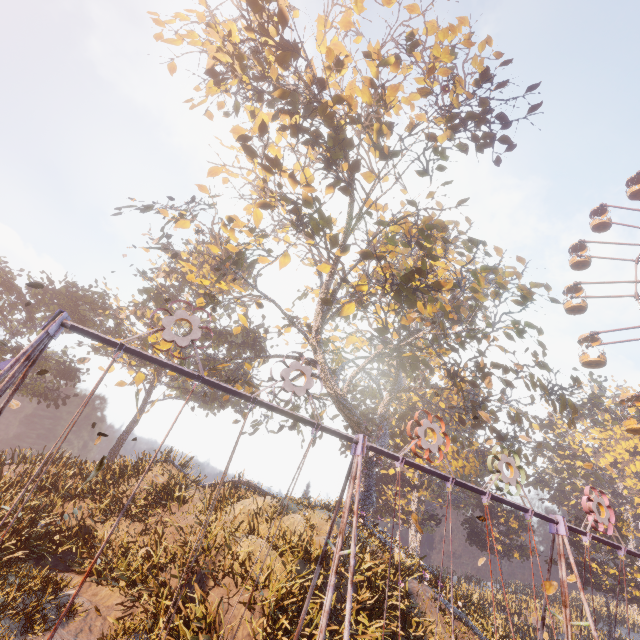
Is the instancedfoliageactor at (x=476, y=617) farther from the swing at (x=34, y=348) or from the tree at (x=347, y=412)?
the swing at (x=34, y=348)

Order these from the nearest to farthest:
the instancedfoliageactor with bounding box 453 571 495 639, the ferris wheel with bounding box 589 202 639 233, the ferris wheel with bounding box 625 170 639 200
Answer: the instancedfoliageactor with bounding box 453 571 495 639 < the ferris wheel with bounding box 589 202 639 233 < the ferris wheel with bounding box 625 170 639 200

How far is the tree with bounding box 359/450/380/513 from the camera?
21.4m

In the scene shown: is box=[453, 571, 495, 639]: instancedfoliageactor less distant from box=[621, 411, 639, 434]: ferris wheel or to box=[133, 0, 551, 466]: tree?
box=[133, 0, 551, 466]: tree

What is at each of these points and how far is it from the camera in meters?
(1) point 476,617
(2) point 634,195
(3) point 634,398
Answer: (1) instancedfoliageactor, 15.1 m
(2) ferris wheel, 33.5 m
(3) ferris wheel, 23.4 m

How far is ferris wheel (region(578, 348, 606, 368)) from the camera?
25.5 meters

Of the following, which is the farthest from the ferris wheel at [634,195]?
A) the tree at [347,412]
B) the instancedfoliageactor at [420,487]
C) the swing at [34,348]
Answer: the instancedfoliageactor at [420,487]

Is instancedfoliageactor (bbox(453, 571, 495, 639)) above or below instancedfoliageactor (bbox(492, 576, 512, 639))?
above
